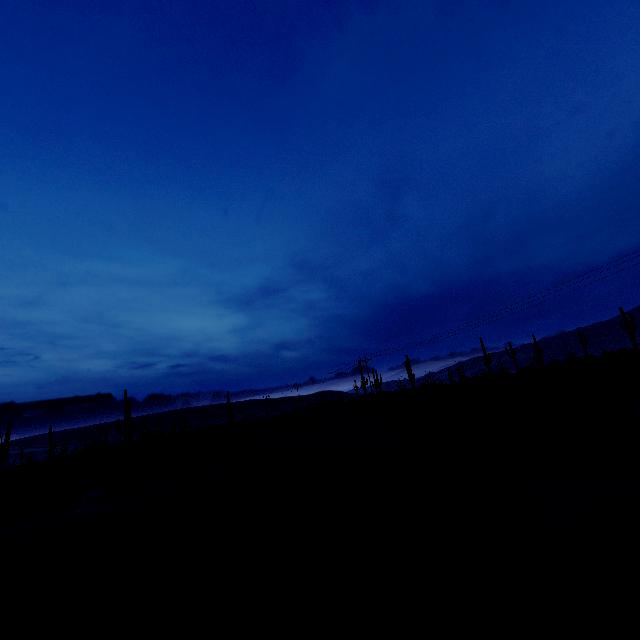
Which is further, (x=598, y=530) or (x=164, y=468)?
(x=164, y=468)
